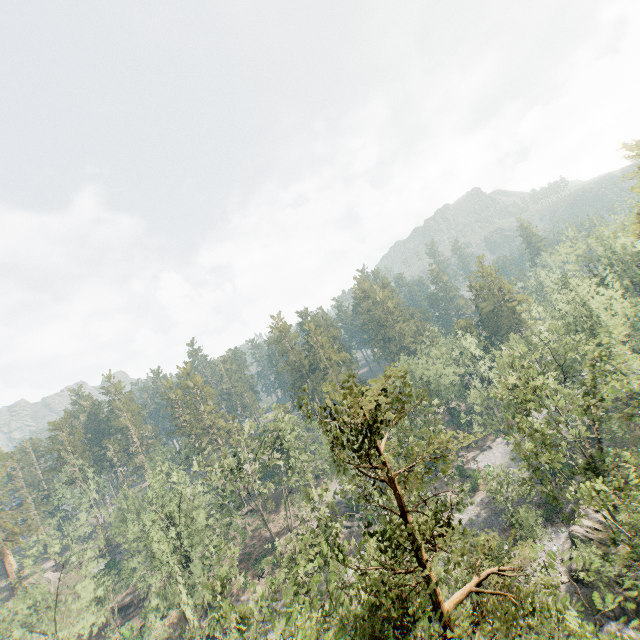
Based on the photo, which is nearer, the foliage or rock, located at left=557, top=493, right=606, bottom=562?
the foliage

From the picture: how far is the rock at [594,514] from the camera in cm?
3091

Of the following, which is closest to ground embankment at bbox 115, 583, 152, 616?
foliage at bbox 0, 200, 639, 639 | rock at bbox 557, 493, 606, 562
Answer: foliage at bbox 0, 200, 639, 639

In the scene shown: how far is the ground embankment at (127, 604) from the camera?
54.4m

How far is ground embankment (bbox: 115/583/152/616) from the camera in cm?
5441

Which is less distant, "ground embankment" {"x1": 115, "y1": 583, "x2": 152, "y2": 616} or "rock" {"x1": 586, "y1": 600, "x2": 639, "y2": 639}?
"rock" {"x1": 586, "y1": 600, "x2": 639, "y2": 639}

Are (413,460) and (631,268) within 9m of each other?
no
